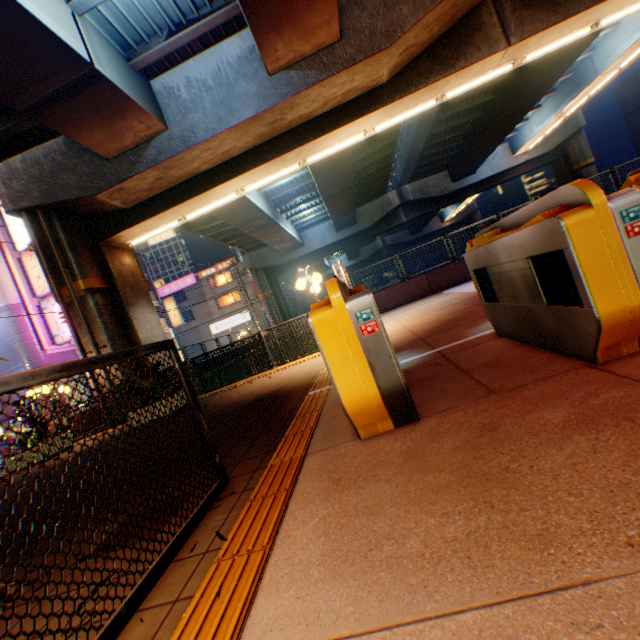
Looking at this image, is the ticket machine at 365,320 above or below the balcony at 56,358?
below

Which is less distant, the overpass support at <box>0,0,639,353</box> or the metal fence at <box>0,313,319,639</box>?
the metal fence at <box>0,313,319,639</box>

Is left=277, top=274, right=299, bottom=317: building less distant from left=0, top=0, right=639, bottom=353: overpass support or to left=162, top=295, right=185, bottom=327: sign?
left=0, top=0, right=639, bottom=353: overpass support

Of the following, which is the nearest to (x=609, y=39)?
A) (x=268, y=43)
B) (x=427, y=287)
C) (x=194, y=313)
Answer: (x=427, y=287)

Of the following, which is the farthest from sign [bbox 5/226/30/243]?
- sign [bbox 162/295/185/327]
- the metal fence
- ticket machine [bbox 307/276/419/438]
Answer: ticket machine [bbox 307/276/419/438]

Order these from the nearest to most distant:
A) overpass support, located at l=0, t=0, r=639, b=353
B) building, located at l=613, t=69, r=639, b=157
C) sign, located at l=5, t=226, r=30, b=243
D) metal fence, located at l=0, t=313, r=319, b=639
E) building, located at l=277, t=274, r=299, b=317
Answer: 1. metal fence, located at l=0, t=313, r=319, b=639
2. overpass support, located at l=0, t=0, r=639, b=353
3. sign, located at l=5, t=226, r=30, b=243
4. building, located at l=613, t=69, r=639, b=157
5. building, located at l=277, t=274, r=299, b=317

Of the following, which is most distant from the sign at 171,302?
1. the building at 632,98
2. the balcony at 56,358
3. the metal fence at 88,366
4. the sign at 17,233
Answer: the building at 632,98

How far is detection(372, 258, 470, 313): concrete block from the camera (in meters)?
13.67
